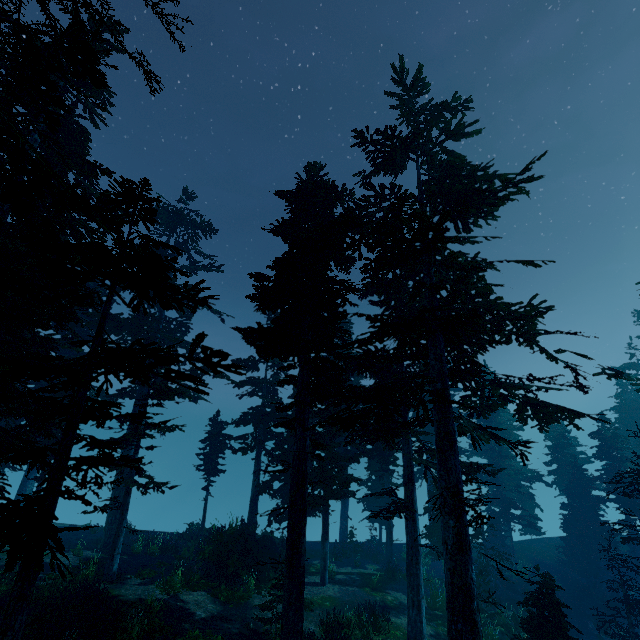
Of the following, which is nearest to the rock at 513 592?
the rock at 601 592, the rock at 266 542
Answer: the rock at 601 592

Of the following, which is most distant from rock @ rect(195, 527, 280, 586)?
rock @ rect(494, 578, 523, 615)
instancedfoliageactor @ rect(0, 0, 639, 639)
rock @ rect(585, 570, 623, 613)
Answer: rock @ rect(585, 570, 623, 613)

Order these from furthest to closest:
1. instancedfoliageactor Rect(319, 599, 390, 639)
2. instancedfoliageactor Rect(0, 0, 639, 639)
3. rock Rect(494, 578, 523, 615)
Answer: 1. rock Rect(494, 578, 523, 615)
2. instancedfoliageactor Rect(319, 599, 390, 639)
3. instancedfoliageactor Rect(0, 0, 639, 639)

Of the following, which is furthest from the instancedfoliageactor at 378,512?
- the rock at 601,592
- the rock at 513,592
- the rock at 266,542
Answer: the rock at 513,592

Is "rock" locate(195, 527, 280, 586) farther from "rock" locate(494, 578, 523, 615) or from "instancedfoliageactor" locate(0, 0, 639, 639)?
"rock" locate(494, 578, 523, 615)

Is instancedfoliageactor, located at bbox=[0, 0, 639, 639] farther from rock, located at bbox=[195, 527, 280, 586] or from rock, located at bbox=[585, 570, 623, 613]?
rock, located at bbox=[195, 527, 280, 586]

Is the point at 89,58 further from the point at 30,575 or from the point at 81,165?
the point at 81,165

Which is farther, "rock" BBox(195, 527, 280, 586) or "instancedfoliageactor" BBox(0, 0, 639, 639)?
"rock" BBox(195, 527, 280, 586)
